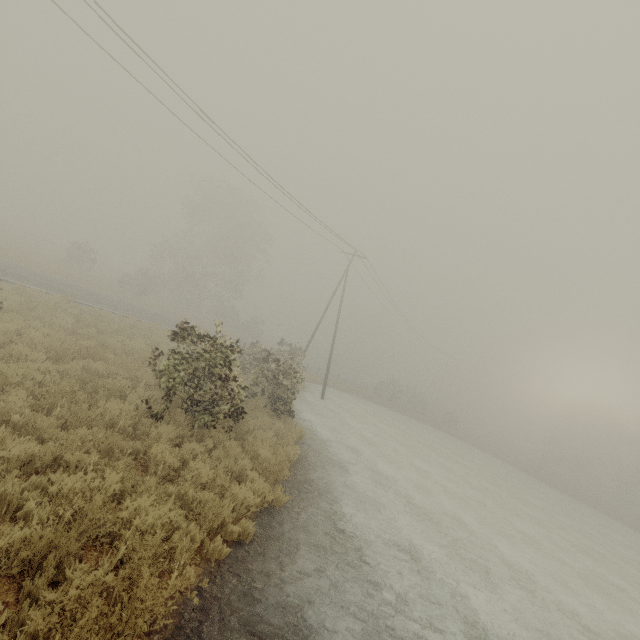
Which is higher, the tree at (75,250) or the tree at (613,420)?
the tree at (613,420)

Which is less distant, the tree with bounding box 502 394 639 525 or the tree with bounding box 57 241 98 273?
the tree with bounding box 57 241 98 273

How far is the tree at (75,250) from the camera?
33.4m

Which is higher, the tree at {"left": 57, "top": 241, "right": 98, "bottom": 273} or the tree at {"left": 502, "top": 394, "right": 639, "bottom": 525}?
the tree at {"left": 502, "top": 394, "right": 639, "bottom": 525}

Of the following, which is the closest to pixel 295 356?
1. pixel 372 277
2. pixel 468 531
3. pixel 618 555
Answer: pixel 372 277

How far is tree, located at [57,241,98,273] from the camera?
33.4 meters
